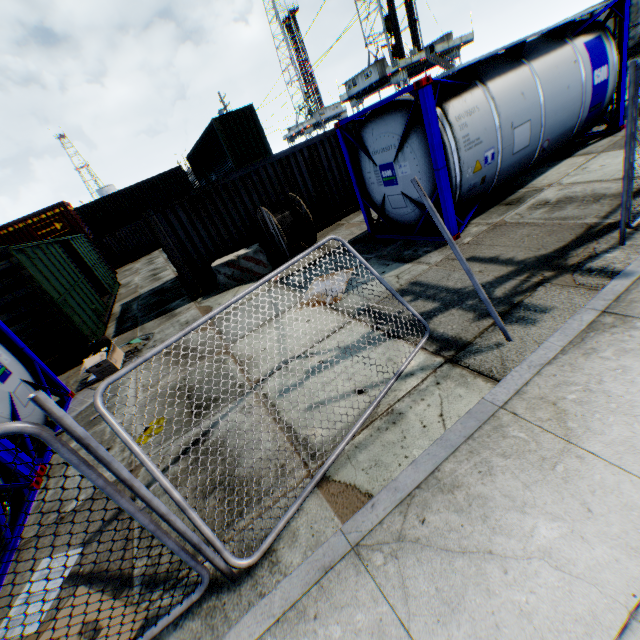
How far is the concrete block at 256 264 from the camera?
9.9 meters

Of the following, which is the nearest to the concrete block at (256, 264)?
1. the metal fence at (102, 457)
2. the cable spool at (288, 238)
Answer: the cable spool at (288, 238)

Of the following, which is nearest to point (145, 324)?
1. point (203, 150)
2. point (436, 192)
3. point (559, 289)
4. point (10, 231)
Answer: point (436, 192)

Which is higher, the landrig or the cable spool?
the landrig

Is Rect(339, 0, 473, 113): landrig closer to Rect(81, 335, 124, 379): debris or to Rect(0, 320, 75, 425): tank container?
Rect(81, 335, 124, 379): debris

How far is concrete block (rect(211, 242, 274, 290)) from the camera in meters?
9.9

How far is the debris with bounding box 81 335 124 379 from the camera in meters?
7.6 m

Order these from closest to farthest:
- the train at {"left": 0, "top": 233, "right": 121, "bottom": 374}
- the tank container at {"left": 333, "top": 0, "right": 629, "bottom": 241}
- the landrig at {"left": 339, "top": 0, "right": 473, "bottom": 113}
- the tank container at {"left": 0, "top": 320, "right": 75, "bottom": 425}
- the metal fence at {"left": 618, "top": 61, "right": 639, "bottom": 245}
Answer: the metal fence at {"left": 618, "top": 61, "right": 639, "bottom": 245}, the tank container at {"left": 0, "top": 320, "right": 75, "bottom": 425}, the tank container at {"left": 333, "top": 0, "right": 629, "bottom": 241}, the train at {"left": 0, "top": 233, "right": 121, "bottom": 374}, the landrig at {"left": 339, "top": 0, "right": 473, "bottom": 113}
